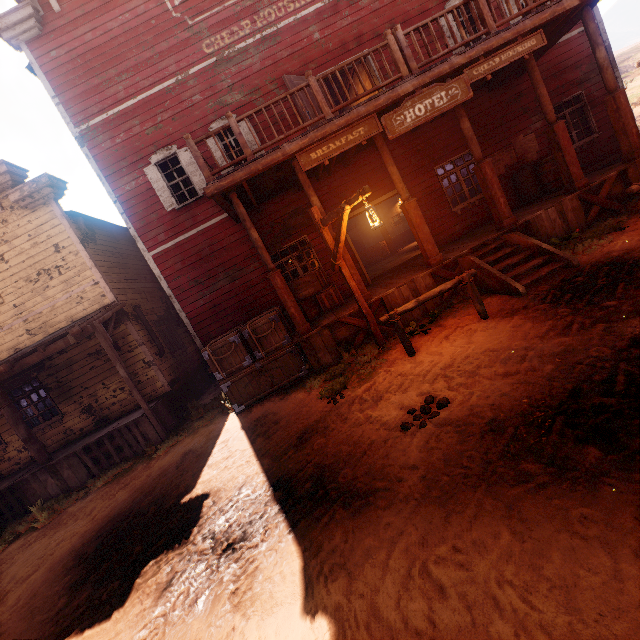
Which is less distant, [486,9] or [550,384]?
[550,384]

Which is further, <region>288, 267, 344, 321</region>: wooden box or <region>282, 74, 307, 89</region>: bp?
<region>288, 267, 344, 321</region>: wooden box

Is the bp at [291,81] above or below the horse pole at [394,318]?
above

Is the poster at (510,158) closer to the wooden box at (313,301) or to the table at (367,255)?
the wooden box at (313,301)

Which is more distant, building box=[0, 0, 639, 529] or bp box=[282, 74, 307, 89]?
bp box=[282, 74, 307, 89]

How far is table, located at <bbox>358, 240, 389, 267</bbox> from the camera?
19.4m

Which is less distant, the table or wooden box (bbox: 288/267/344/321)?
wooden box (bbox: 288/267/344/321)

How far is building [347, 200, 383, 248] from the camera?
10.1m
